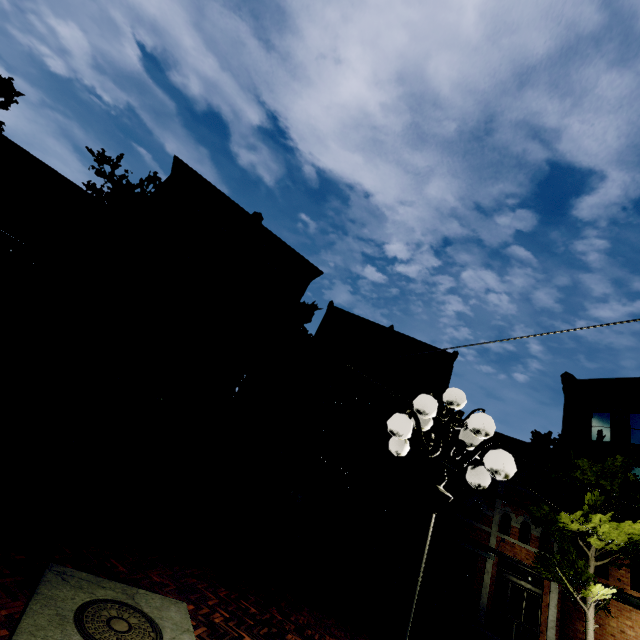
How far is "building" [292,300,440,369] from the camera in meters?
21.5 m

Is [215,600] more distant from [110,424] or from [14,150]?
[14,150]

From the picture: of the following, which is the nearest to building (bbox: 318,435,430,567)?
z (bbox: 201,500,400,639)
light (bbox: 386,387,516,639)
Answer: z (bbox: 201,500,400,639)

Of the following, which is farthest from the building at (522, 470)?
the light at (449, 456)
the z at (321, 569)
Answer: the light at (449, 456)

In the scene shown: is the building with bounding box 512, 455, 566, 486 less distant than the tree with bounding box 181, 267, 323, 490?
No

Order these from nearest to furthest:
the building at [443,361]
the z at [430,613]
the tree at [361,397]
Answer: the z at [430,613], the tree at [361,397], the building at [443,361]

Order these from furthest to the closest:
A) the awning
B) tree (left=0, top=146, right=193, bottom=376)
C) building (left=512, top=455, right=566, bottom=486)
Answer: building (left=512, top=455, right=566, bottom=486) → the awning → tree (left=0, top=146, right=193, bottom=376)

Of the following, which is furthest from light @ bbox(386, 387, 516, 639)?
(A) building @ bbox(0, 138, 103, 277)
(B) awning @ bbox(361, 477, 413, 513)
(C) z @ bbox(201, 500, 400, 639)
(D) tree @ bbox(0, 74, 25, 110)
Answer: (A) building @ bbox(0, 138, 103, 277)
